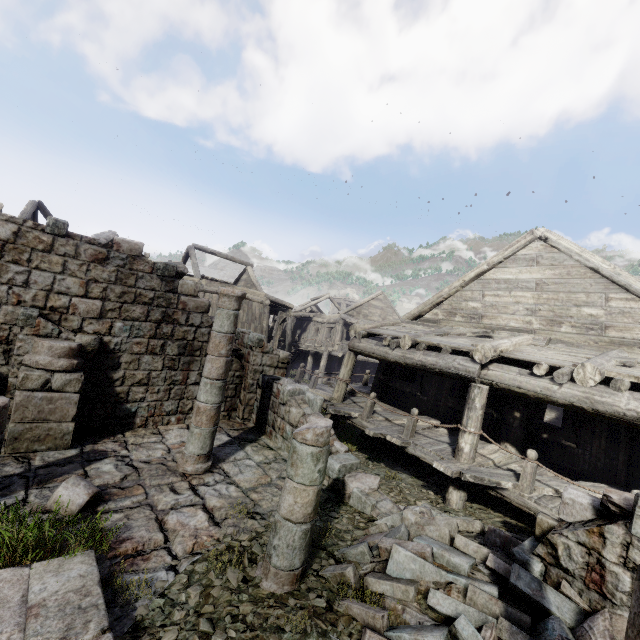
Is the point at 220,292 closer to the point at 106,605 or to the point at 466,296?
the point at 106,605

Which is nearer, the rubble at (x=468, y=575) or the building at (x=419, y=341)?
the rubble at (x=468, y=575)

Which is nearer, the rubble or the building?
the rubble
